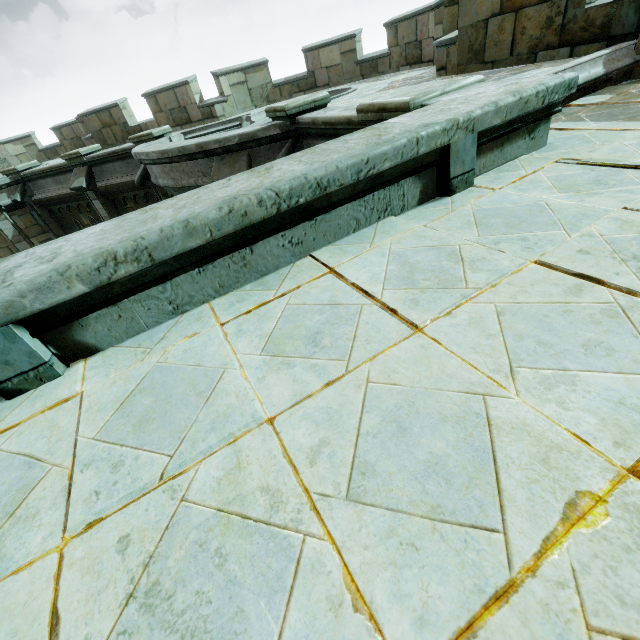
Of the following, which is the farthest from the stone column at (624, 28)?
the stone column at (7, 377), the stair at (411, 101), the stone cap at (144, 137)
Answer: the stone cap at (144, 137)

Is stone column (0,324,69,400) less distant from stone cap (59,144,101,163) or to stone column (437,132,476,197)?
stone column (437,132,476,197)

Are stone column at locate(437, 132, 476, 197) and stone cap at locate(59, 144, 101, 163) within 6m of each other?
no

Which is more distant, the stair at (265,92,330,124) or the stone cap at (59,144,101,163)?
the stone cap at (59,144,101,163)

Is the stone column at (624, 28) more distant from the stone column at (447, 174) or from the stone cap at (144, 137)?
the stone cap at (144, 137)

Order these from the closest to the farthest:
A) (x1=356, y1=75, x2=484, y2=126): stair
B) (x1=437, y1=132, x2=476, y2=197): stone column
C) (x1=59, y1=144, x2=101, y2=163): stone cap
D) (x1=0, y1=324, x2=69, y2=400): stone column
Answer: (x1=0, y1=324, x2=69, y2=400): stone column < (x1=437, y1=132, x2=476, y2=197): stone column < (x1=356, y1=75, x2=484, y2=126): stair < (x1=59, y1=144, x2=101, y2=163): stone cap

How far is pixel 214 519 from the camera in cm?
108

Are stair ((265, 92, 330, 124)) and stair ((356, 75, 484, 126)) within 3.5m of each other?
yes
